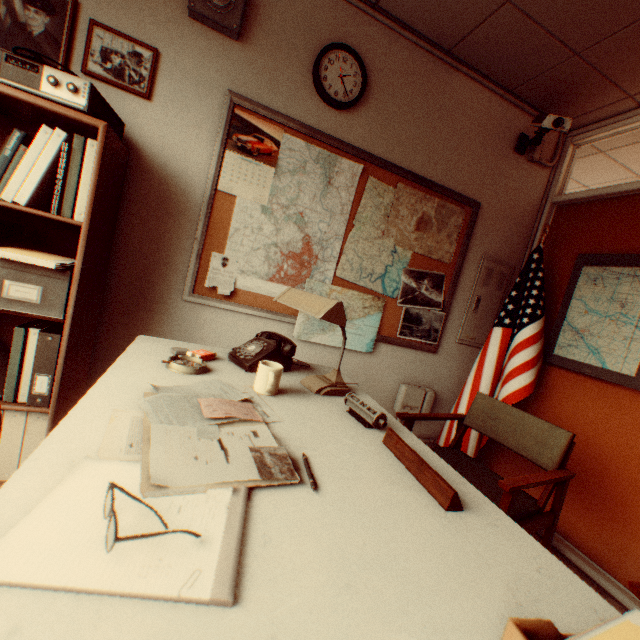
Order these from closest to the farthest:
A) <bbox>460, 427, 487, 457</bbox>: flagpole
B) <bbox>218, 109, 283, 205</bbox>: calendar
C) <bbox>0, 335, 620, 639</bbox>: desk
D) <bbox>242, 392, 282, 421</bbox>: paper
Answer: <bbox>0, 335, 620, 639</bbox>: desk, <bbox>242, 392, 282, 421</bbox>: paper, <bbox>218, 109, 283, 205</bbox>: calendar, <bbox>460, 427, 487, 457</bbox>: flagpole

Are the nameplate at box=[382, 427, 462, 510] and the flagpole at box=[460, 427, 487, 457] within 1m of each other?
no

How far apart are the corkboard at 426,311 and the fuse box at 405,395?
0.37m

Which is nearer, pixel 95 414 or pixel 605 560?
pixel 95 414

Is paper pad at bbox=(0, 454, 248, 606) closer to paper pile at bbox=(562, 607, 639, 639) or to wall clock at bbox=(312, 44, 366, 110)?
paper pile at bbox=(562, 607, 639, 639)

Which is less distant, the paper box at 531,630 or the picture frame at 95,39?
the paper box at 531,630

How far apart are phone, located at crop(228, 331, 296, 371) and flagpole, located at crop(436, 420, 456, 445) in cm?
201

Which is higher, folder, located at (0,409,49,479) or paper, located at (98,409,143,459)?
paper, located at (98,409,143,459)
